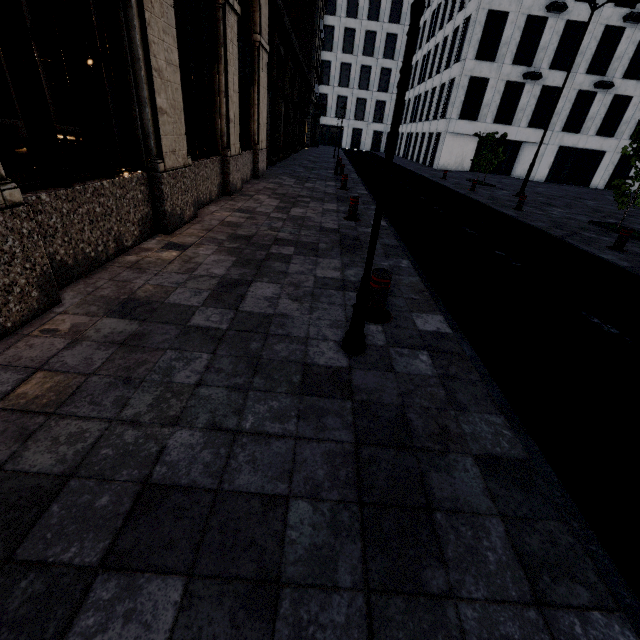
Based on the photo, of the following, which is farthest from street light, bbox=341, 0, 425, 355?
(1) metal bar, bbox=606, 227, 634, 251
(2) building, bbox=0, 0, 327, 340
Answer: (1) metal bar, bbox=606, 227, 634, 251

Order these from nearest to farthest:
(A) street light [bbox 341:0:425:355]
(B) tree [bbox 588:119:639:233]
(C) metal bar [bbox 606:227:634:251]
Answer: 1. (A) street light [bbox 341:0:425:355]
2. (C) metal bar [bbox 606:227:634:251]
3. (B) tree [bbox 588:119:639:233]

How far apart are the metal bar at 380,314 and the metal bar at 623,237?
8.1m

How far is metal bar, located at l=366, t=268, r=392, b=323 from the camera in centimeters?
357cm

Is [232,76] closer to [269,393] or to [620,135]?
[269,393]

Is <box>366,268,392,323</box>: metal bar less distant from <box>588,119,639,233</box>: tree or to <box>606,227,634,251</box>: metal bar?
<box>606,227,634,251</box>: metal bar

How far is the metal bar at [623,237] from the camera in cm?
807

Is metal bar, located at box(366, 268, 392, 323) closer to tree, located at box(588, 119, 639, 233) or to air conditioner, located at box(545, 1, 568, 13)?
tree, located at box(588, 119, 639, 233)
